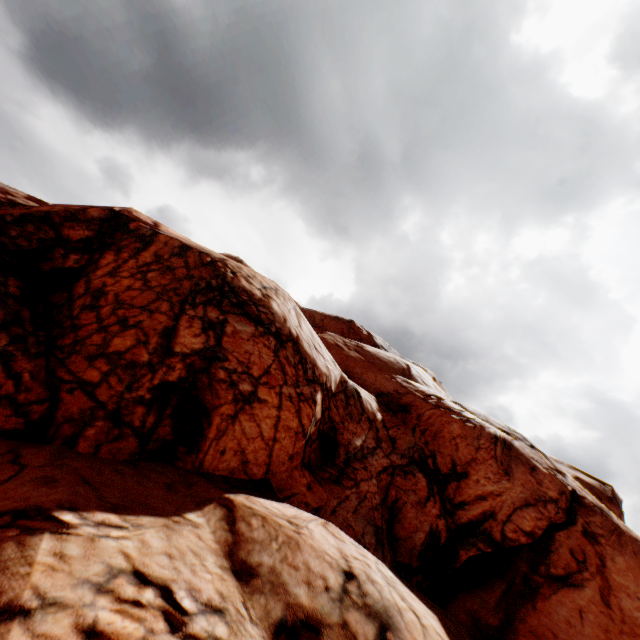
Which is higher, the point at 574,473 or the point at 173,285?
the point at 574,473
